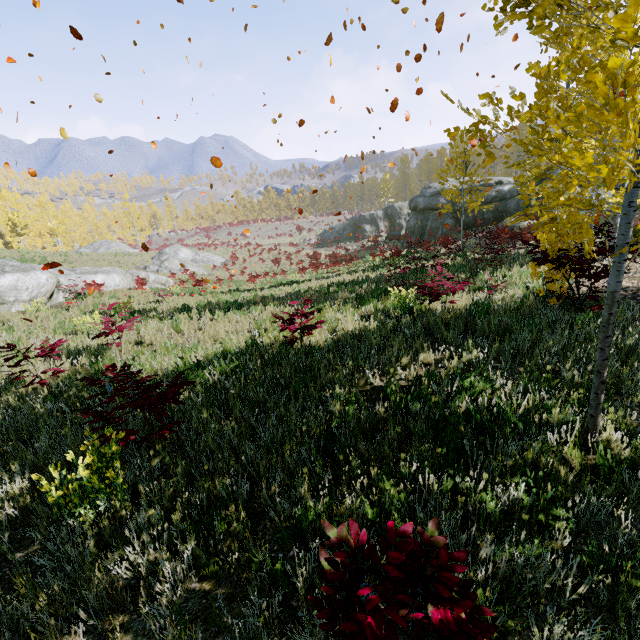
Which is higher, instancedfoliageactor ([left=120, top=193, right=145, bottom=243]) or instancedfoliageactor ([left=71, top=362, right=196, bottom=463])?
instancedfoliageactor ([left=120, top=193, right=145, bottom=243])

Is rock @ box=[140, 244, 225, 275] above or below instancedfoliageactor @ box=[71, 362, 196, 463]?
below

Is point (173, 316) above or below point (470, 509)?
below

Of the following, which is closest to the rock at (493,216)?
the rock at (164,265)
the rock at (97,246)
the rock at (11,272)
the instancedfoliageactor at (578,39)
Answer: the instancedfoliageactor at (578,39)

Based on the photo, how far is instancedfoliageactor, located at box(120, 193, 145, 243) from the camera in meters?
57.6 m

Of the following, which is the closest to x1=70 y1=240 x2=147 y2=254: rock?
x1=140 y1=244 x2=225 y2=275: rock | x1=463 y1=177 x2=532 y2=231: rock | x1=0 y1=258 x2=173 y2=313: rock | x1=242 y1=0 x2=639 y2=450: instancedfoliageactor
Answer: x1=242 y1=0 x2=639 y2=450: instancedfoliageactor

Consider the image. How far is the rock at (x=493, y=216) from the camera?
27.0 meters

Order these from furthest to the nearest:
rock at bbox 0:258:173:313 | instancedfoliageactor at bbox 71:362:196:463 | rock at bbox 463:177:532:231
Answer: rock at bbox 463:177:532:231 → rock at bbox 0:258:173:313 → instancedfoliageactor at bbox 71:362:196:463
